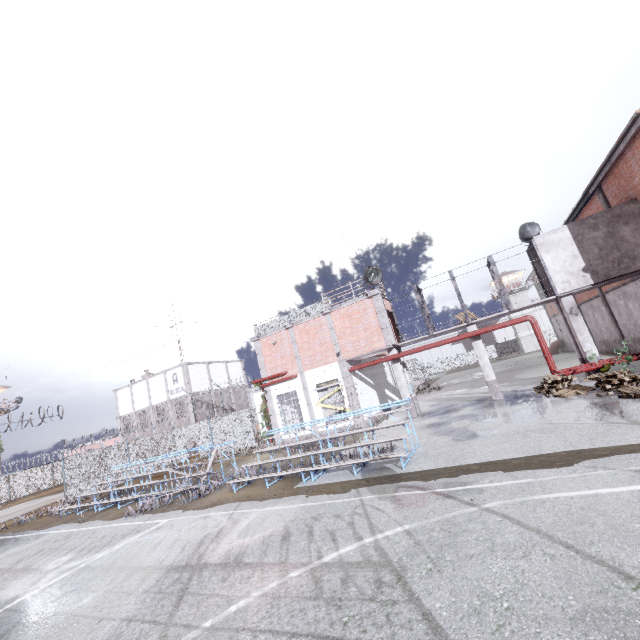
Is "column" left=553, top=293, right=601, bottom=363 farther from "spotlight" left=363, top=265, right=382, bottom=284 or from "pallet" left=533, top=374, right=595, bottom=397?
"spotlight" left=363, top=265, right=382, bottom=284

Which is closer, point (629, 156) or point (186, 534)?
point (186, 534)

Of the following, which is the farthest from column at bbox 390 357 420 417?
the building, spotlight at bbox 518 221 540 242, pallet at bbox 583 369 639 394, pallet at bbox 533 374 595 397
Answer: the building

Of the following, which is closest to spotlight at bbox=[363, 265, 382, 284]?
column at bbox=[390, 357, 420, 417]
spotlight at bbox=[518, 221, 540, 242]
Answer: column at bbox=[390, 357, 420, 417]

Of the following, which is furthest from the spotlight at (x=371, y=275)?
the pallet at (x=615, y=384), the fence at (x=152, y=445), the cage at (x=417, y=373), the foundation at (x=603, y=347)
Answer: the foundation at (x=603, y=347)

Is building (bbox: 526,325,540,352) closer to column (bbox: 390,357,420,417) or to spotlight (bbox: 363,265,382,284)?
column (bbox: 390,357,420,417)

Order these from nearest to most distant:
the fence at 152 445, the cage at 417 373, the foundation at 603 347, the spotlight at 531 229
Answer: the spotlight at 531 229 → the fence at 152 445 → the foundation at 603 347 → the cage at 417 373

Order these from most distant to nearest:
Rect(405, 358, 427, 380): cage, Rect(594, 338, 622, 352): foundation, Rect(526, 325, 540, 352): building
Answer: Rect(526, 325, 540, 352): building
Rect(405, 358, 427, 380): cage
Rect(594, 338, 622, 352): foundation
